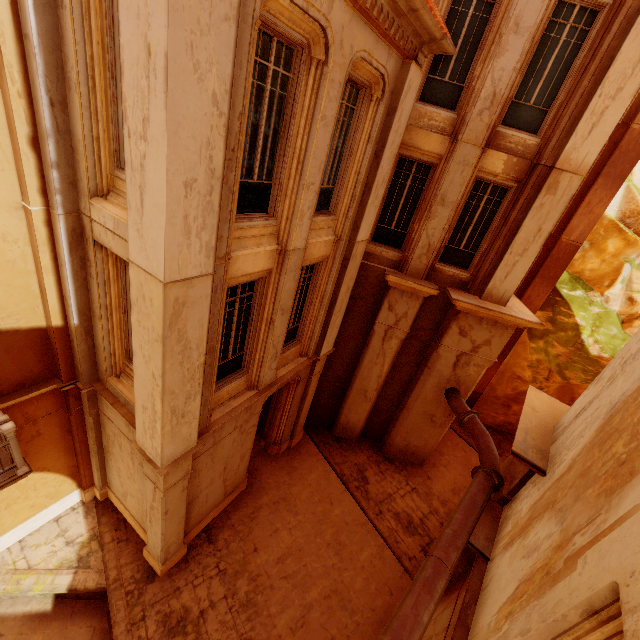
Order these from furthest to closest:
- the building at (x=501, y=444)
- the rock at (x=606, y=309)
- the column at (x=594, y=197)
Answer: the building at (x=501, y=444) → the rock at (x=606, y=309) → the column at (x=594, y=197)

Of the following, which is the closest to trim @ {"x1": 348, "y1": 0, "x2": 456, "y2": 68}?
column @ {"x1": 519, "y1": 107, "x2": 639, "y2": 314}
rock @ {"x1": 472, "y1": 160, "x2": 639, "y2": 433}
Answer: column @ {"x1": 519, "y1": 107, "x2": 639, "y2": 314}

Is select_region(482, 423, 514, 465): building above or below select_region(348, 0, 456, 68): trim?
below

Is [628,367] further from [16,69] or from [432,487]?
[16,69]

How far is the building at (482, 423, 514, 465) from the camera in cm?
1522

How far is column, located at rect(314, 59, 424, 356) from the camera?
6.9m

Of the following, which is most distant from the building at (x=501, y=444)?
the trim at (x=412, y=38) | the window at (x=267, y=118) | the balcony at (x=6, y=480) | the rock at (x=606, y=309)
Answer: the trim at (x=412, y=38)

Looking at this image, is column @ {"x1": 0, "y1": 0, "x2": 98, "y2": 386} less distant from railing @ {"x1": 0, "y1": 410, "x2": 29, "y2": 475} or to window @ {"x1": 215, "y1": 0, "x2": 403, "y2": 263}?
railing @ {"x1": 0, "y1": 410, "x2": 29, "y2": 475}
